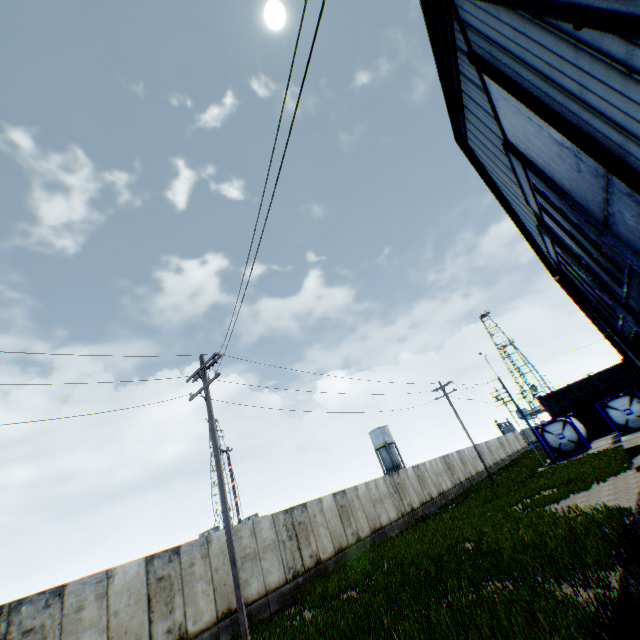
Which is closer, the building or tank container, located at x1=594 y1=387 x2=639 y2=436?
the building

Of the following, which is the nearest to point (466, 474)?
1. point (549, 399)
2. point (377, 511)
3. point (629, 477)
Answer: point (549, 399)

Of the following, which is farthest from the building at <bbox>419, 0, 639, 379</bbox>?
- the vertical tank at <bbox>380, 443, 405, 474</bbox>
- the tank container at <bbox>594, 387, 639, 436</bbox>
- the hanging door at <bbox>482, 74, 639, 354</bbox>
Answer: the vertical tank at <bbox>380, 443, 405, 474</bbox>

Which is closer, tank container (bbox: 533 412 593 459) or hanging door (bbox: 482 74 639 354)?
hanging door (bbox: 482 74 639 354)

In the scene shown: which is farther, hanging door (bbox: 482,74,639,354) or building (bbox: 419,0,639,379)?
hanging door (bbox: 482,74,639,354)

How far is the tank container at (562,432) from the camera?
27.48m

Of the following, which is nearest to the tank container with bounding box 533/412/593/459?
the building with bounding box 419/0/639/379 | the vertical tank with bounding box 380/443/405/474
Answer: the building with bounding box 419/0/639/379

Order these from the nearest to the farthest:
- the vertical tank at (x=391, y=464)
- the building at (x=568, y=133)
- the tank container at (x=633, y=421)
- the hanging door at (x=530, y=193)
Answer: the building at (x=568, y=133) < the hanging door at (x=530, y=193) < the tank container at (x=633, y=421) < the vertical tank at (x=391, y=464)
